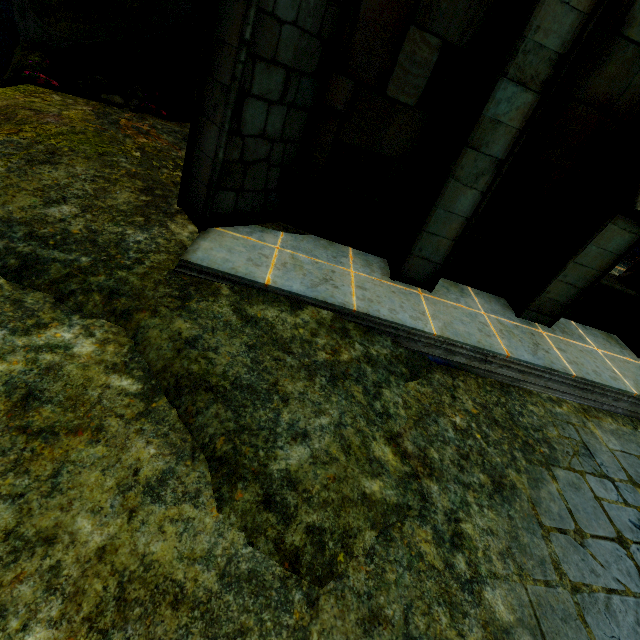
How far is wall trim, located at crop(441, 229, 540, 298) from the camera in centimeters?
511cm

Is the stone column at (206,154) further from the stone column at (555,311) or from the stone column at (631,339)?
the stone column at (631,339)

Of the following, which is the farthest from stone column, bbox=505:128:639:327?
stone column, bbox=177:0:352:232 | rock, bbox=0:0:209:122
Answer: rock, bbox=0:0:209:122

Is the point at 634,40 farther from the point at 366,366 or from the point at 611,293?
the point at 366,366

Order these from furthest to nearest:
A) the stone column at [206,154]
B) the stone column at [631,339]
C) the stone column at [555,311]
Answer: the stone column at [631,339], the stone column at [555,311], the stone column at [206,154]

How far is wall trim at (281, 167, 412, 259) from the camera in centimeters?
464cm

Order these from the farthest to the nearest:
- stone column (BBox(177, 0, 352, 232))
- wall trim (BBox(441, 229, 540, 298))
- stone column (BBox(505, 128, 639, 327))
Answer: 1. wall trim (BBox(441, 229, 540, 298))
2. stone column (BBox(505, 128, 639, 327))
3. stone column (BBox(177, 0, 352, 232))

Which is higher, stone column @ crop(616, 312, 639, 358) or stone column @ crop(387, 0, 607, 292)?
stone column @ crop(387, 0, 607, 292)
